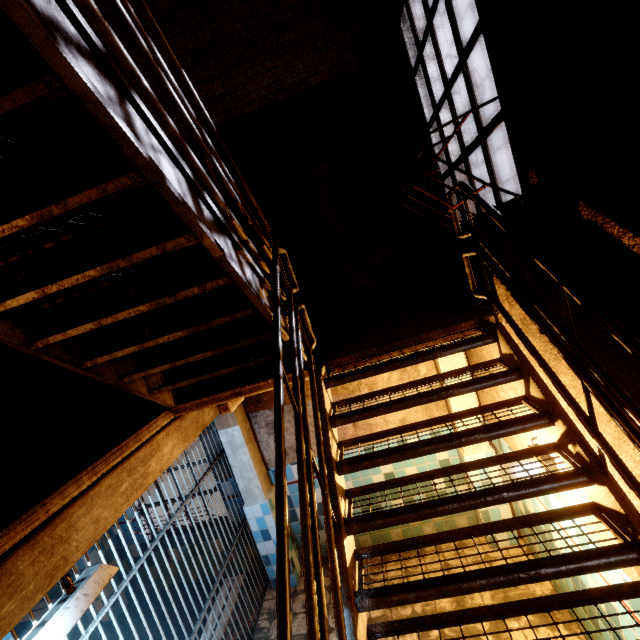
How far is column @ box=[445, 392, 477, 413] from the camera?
3.76m

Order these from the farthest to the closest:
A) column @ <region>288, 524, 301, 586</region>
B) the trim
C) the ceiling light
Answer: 1. column @ <region>288, 524, 301, 586</region>
2. the trim
3. the ceiling light

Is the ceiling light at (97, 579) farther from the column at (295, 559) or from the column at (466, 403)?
the column at (466, 403)

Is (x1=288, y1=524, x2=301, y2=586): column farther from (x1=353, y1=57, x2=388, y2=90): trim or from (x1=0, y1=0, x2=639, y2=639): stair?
(x1=0, y1=0, x2=639, y2=639): stair

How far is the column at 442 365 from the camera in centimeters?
371cm

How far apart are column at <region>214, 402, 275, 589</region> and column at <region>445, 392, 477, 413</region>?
2.5 meters

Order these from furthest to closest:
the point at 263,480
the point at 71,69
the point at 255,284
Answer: the point at 263,480 < the point at 255,284 < the point at 71,69

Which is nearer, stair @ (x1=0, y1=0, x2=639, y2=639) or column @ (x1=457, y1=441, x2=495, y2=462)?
stair @ (x1=0, y1=0, x2=639, y2=639)
